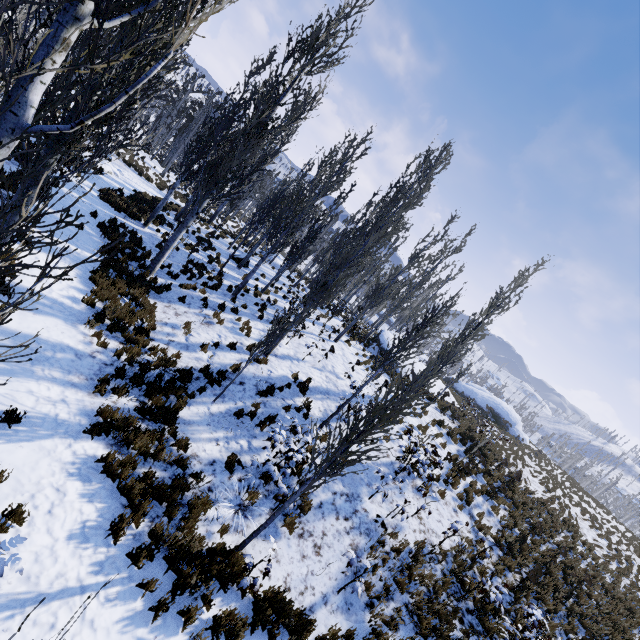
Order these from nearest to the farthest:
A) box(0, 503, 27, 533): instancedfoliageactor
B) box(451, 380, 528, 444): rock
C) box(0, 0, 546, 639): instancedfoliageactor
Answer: box(0, 0, 546, 639): instancedfoliageactor → box(0, 503, 27, 533): instancedfoliageactor → box(451, 380, 528, 444): rock

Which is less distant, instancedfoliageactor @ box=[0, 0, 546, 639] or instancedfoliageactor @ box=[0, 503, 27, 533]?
instancedfoliageactor @ box=[0, 0, 546, 639]

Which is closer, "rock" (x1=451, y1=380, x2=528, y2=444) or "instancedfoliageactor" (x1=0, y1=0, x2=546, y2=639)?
"instancedfoliageactor" (x1=0, y1=0, x2=546, y2=639)

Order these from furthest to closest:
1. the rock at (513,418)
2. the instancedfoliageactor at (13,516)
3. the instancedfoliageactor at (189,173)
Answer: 1. the rock at (513,418)
2. the instancedfoliageactor at (13,516)
3. the instancedfoliageactor at (189,173)

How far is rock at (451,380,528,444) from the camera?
36.0m

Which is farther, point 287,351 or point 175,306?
point 287,351

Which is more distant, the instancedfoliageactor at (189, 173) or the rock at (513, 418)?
the rock at (513, 418)
